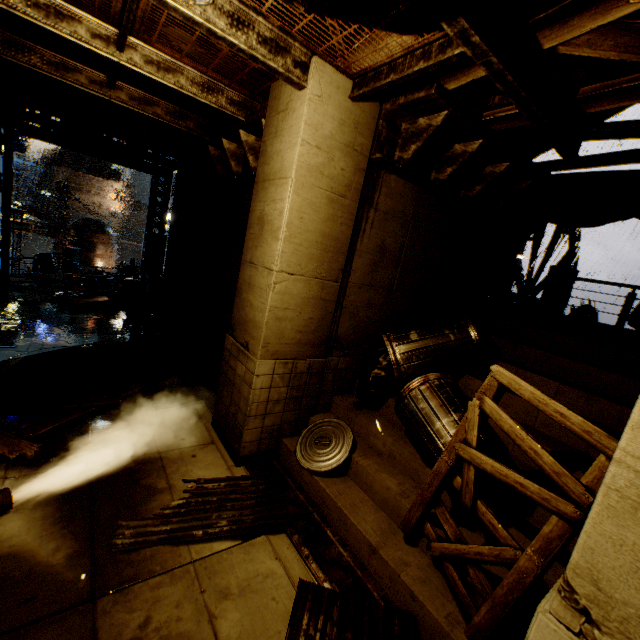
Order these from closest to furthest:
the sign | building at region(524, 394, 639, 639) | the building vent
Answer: building at region(524, 394, 639, 639), the sign, the building vent

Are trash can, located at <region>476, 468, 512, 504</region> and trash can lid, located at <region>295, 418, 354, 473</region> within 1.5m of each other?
yes

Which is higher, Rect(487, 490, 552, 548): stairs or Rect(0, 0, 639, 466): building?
Rect(0, 0, 639, 466): building

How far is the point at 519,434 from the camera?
2.87m

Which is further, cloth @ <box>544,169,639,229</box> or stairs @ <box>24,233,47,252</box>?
stairs @ <box>24,233,47,252</box>

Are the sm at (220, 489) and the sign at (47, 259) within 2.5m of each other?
no

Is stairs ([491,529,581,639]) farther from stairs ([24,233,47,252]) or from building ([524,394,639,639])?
stairs ([24,233,47,252])

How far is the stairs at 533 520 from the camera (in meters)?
3.48
